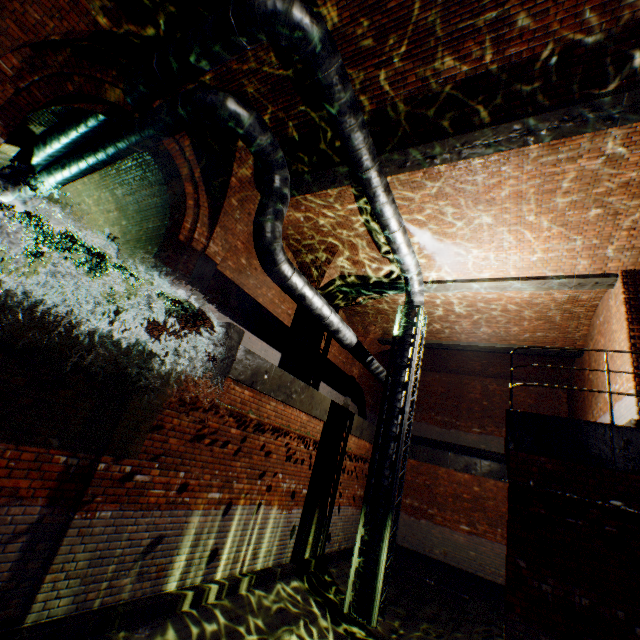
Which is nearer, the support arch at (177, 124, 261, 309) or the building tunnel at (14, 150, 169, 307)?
the support arch at (177, 124, 261, 309)

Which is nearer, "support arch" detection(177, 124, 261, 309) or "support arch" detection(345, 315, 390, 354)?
"support arch" detection(177, 124, 261, 309)

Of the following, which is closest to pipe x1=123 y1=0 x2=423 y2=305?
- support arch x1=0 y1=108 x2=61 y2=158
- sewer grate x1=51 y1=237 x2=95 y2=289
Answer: support arch x1=0 y1=108 x2=61 y2=158

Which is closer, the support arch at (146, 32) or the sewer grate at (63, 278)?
the support arch at (146, 32)

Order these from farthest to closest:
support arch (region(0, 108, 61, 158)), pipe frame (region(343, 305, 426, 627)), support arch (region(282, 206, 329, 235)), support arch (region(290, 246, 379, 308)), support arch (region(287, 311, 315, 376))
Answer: support arch (region(287, 311, 315, 376)) < support arch (region(290, 246, 379, 308)) < support arch (region(282, 206, 329, 235)) < support arch (region(0, 108, 61, 158)) < pipe frame (region(343, 305, 426, 627))

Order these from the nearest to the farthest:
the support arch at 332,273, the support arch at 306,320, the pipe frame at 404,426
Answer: the pipe frame at 404,426 → the support arch at 332,273 → the support arch at 306,320

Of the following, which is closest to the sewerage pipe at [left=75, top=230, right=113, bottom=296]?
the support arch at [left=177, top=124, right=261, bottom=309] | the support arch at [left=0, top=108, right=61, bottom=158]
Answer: the support arch at [left=0, top=108, right=61, bottom=158]

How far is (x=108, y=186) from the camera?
10.44m
